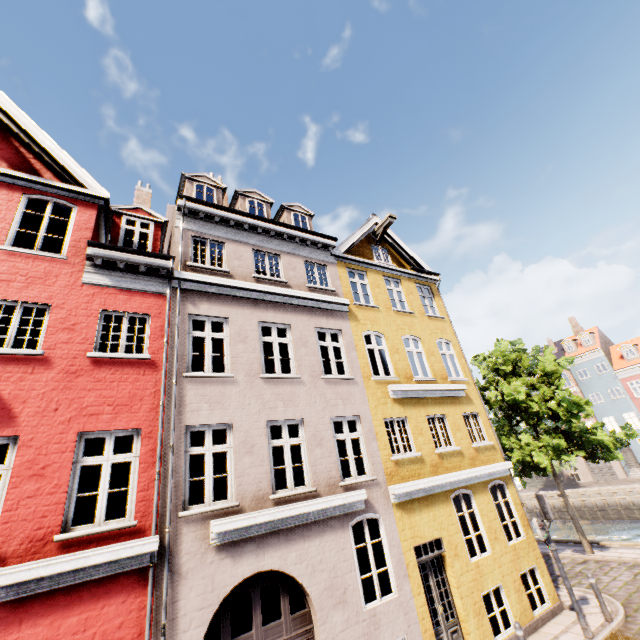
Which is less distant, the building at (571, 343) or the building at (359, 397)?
the building at (359, 397)

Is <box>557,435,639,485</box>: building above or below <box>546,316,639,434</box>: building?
below

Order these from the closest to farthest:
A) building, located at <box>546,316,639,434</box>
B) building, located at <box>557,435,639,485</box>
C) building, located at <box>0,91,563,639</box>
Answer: building, located at <box>0,91,563,639</box> < building, located at <box>557,435,639,485</box> < building, located at <box>546,316,639,434</box>

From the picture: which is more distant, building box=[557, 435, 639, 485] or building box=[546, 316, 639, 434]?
building box=[546, 316, 639, 434]

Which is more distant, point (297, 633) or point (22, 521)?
point (297, 633)

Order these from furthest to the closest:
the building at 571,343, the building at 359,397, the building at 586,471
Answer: the building at 571,343
the building at 586,471
the building at 359,397
